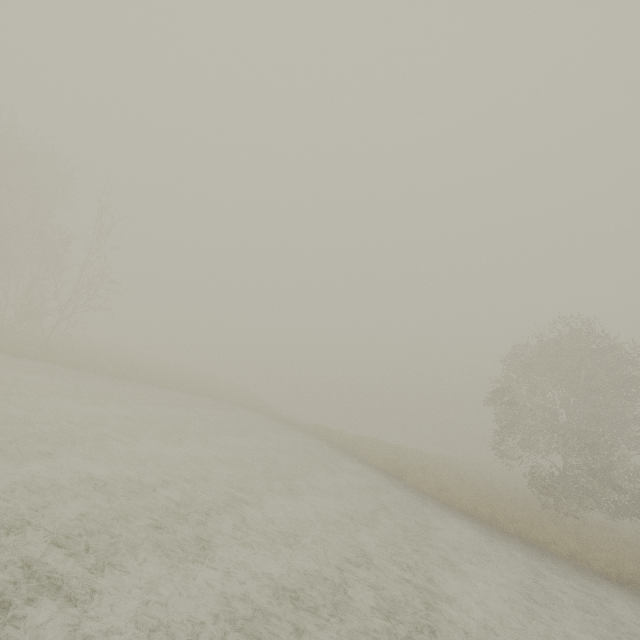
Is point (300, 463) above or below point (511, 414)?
below
